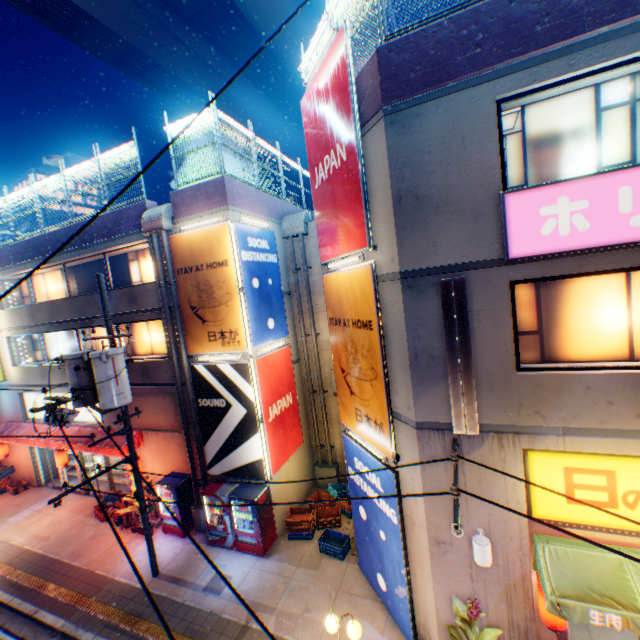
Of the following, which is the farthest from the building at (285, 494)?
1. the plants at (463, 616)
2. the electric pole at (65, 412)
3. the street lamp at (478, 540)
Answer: the street lamp at (478, 540)

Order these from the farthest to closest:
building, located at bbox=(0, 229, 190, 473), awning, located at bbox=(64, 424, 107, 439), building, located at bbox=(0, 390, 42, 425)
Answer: building, located at bbox=(0, 390, 42, 425) → awning, located at bbox=(64, 424, 107, 439) → building, located at bbox=(0, 229, 190, 473)

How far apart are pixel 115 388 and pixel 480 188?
10.1 meters

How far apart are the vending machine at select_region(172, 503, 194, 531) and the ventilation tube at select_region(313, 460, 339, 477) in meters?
4.9 m

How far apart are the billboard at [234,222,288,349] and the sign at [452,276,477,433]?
6.82m

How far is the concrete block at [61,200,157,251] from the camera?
12.1m

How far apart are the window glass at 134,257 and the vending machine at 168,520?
→ 7.7m

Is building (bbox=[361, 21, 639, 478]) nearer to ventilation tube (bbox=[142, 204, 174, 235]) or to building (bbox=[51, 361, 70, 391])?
building (bbox=[51, 361, 70, 391])
